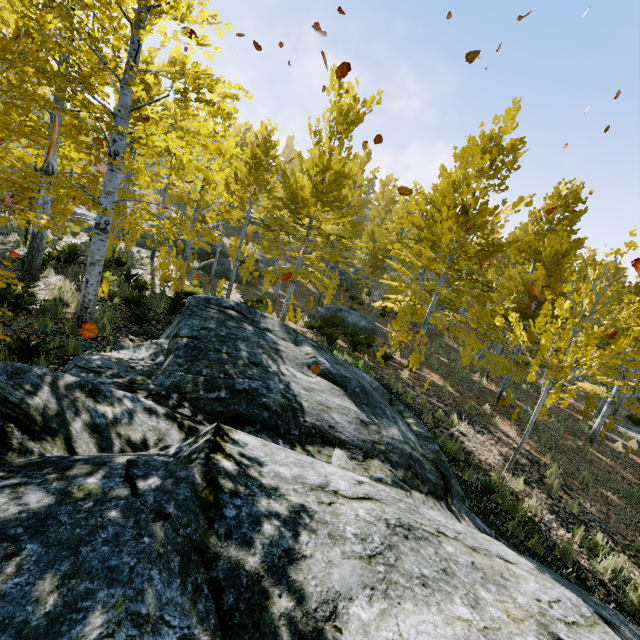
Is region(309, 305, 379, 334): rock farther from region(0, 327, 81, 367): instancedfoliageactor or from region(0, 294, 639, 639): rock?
region(0, 294, 639, 639): rock

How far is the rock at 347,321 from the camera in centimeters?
1748cm

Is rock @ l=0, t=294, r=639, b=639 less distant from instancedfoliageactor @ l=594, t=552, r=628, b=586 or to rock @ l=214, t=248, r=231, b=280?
instancedfoliageactor @ l=594, t=552, r=628, b=586

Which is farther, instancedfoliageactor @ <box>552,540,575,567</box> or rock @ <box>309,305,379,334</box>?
rock @ <box>309,305,379,334</box>

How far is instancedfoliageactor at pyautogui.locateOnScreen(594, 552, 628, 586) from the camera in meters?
4.9

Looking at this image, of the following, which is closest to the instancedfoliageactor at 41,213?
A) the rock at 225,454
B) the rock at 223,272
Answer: the rock at 225,454

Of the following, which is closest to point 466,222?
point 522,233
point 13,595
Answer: point 13,595
